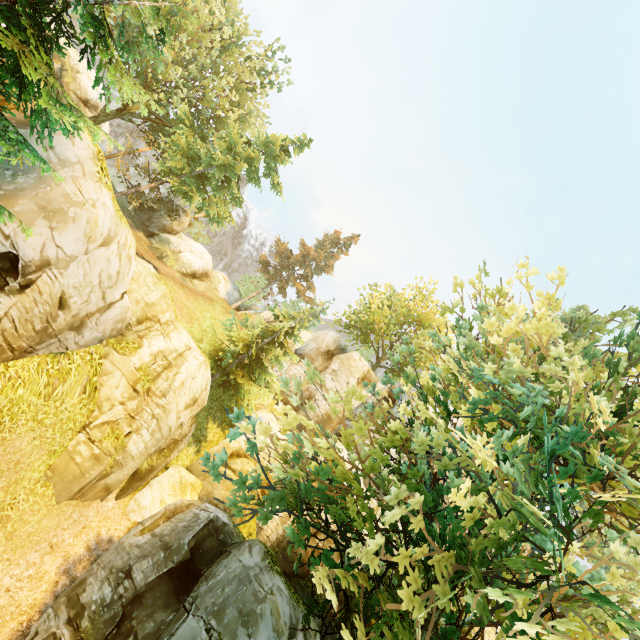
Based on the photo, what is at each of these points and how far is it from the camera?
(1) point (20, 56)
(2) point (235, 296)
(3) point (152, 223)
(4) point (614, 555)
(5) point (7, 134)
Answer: (1) tree, 5.77m
(2) rock, 40.38m
(3) rock, 30.69m
(4) tree, 6.46m
(5) tree, 5.50m

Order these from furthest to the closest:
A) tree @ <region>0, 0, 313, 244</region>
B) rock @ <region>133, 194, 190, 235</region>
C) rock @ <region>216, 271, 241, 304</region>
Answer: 1. rock @ <region>216, 271, 241, 304</region>
2. rock @ <region>133, 194, 190, 235</region>
3. tree @ <region>0, 0, 313, 244</region>

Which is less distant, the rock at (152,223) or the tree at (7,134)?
the tree at (7,134)

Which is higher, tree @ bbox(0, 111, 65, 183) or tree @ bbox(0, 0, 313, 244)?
tree @ bbox(0, 0, 313, 244)

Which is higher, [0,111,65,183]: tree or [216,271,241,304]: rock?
[216,271,241,304]: rock

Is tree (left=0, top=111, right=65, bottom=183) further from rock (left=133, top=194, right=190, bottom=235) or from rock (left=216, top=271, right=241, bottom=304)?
rock (left=133, top=194, right=190, bottom=235)

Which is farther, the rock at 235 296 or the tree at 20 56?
the rock at 235 296

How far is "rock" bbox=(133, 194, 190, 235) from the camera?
30.4 meters
